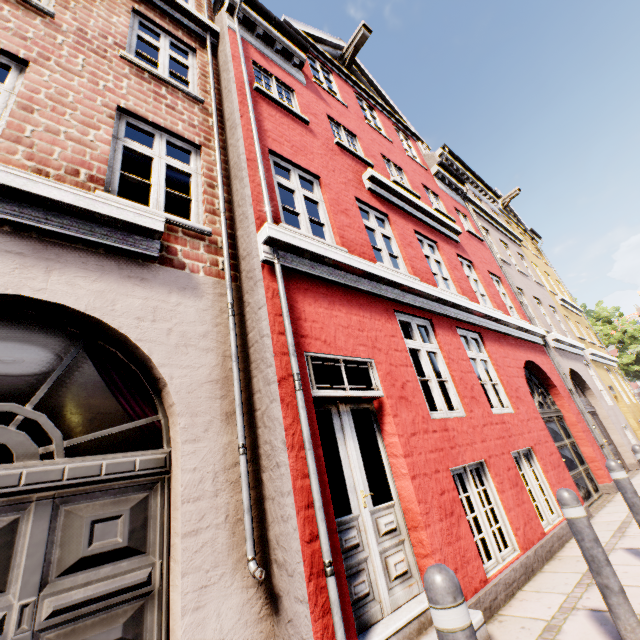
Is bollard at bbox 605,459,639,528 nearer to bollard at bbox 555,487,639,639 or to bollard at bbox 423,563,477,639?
bollard at bbox 555,487,639,639

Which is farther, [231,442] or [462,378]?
[462,378]

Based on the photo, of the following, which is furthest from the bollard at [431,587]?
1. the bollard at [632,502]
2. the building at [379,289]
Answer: the bollard at [632,502]

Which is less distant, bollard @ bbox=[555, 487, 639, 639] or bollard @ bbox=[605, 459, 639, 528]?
bollard @ bbox=[555, 487, 639, 639]

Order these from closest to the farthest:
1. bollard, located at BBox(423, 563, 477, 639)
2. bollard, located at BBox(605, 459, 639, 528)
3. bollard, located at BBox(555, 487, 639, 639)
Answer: bollard, located at BBox(423, 563, 477, 639)
bollard, located at BBox(555, 487, 639, 639)
bollard, located at BBox(605, 459, 639, 528)

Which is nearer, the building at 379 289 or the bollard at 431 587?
the bollard at 431 587

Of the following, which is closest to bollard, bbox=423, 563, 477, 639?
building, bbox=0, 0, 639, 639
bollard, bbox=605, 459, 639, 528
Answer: building, bbox=0, 0, 639, 639
